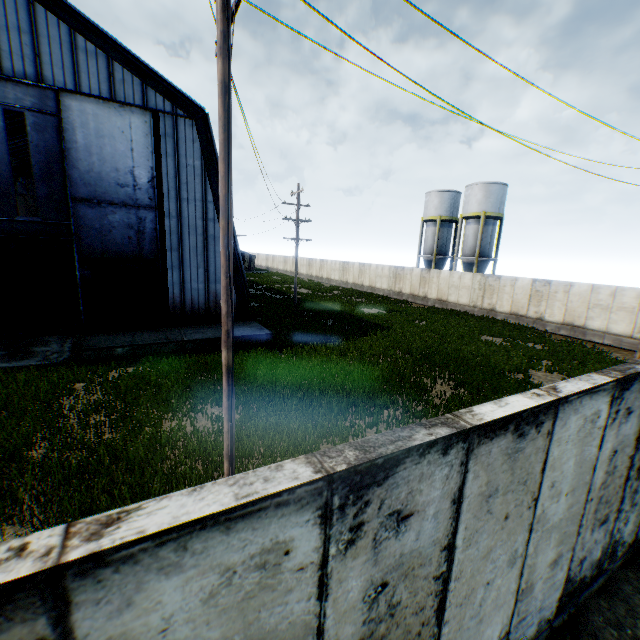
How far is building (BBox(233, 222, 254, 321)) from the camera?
18.3m

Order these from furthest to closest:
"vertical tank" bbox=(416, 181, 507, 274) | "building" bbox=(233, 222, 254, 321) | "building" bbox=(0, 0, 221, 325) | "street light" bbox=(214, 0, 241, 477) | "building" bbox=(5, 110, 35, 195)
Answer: "vertical tank" bbox=(416, 181, 507, 274) < "building" bbox=(5, 110, 35, 195) < "building" bbox=(233, 222, 254, 321) < "building" bbox=(0, 0, 221, 325) < "street light" bbox=(214, 0, 241, 477)

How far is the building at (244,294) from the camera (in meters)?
18.33

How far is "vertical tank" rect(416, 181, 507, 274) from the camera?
33.1 meters

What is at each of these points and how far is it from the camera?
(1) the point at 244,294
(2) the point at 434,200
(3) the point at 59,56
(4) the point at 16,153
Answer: (1) building, 19.3m
(2) vertical tank, 38.2m
(3) building, 13.5m
(4) building, 39.8m

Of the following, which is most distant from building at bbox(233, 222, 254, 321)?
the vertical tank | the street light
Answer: the vertical tank

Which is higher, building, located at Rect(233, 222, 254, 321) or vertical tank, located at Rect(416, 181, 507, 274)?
vertical tank, located at Rect(416, 181, 507, 274)
